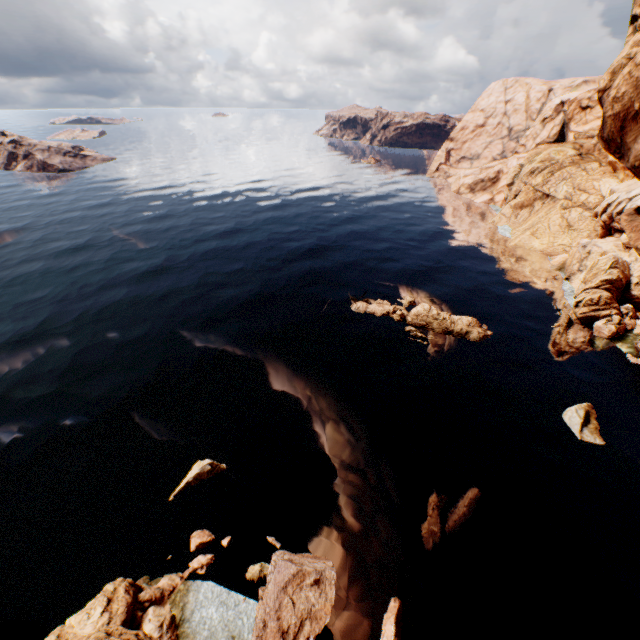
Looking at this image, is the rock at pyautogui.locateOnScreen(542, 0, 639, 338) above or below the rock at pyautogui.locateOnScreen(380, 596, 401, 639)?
above

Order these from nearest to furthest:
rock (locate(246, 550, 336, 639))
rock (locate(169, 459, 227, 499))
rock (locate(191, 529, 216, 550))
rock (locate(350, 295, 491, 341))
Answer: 1. rock (locate(246, 550, 336, 639))
2. rock (locate(191, 529, 216, 550))
3. rock (locate(169, 459, 227, 499))
4. rock (locate(350, 295, 491, 341))

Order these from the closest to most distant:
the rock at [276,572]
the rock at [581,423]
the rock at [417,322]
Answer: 1. the rock at [276,572]
2. the rock at [581,423]
3. the rock at [417,322]

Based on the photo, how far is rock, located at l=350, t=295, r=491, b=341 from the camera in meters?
39.2

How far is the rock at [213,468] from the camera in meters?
24.3 m

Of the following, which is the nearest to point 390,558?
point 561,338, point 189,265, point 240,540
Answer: point 240,540
